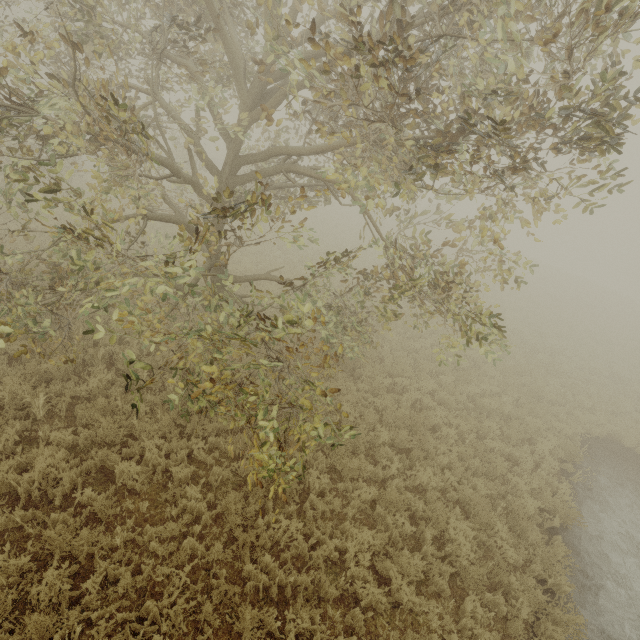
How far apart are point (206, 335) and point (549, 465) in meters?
10.9 m
